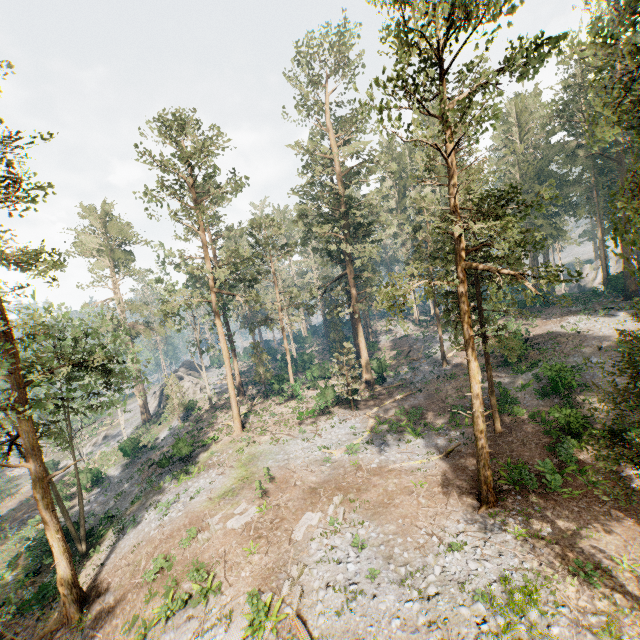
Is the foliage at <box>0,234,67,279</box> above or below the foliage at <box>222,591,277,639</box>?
above

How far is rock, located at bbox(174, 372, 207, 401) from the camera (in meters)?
50.92

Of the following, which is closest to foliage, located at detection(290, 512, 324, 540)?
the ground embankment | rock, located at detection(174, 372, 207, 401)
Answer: rock, located at detection(174, 372, 207, 401)

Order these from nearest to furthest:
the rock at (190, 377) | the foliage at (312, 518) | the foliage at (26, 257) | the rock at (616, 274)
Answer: the foliage at (26, 257) → the foliage at (312, 518) → the rock at (616, 274) → the rock at (190, 377)

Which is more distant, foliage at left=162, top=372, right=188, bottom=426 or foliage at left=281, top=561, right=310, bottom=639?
foliage at left=162, top=372, right=188, bottom=426

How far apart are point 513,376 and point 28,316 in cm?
3527

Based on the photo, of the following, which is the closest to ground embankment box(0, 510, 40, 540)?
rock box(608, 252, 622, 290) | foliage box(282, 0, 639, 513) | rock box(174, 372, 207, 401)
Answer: foliage box(282, 0, 639, 513)

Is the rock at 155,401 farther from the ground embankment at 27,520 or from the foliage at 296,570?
the ground embankment at 27,520
